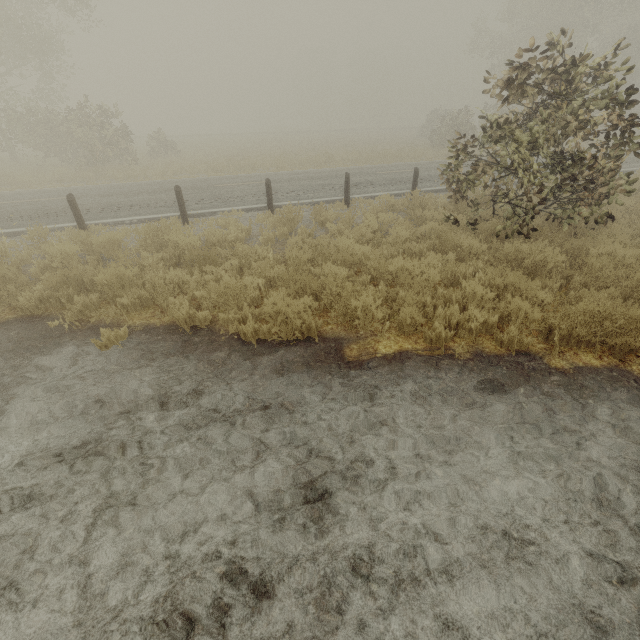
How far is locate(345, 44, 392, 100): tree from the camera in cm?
5556

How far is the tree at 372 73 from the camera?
55.56m

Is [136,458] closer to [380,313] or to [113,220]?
[380,313]
